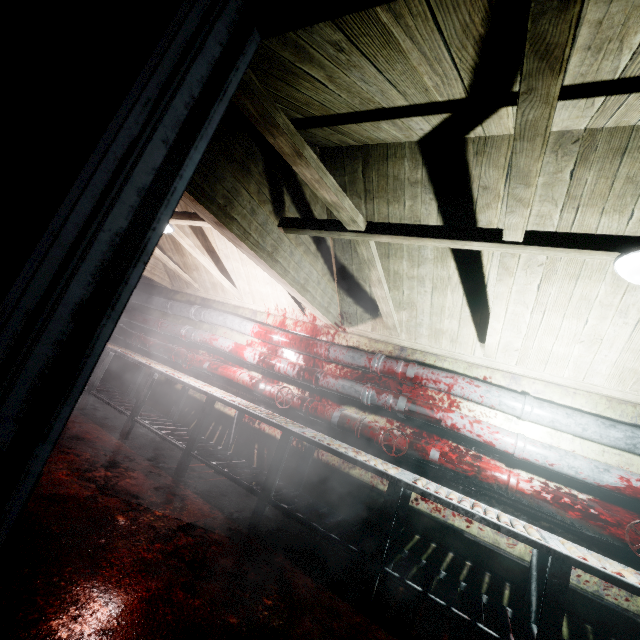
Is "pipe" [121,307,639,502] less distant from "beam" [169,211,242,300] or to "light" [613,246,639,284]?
"beam" [169,211,242,300]

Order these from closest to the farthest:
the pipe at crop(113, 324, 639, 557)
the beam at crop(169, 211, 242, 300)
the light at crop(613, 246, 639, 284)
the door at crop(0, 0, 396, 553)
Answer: the door at crop(0, 0, 396, 553) < the light at crop(613, 246, 639, 284) < the pipe at crop(113, 324, 639, 557) < the beam at crop(169, 211, 242, 300)

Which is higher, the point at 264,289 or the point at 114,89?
the point at 264,289

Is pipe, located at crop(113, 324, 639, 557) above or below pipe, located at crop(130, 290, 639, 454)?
below

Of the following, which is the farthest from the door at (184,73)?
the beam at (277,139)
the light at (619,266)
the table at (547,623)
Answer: the table at (547,623)

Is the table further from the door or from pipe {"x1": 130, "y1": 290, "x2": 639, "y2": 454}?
the door

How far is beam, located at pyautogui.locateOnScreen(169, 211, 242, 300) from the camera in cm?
298

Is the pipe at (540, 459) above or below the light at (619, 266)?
below
